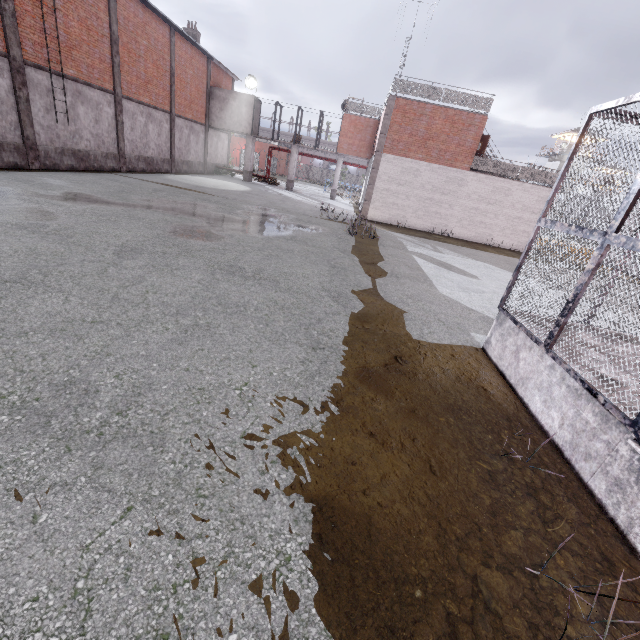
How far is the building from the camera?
50.3 meters

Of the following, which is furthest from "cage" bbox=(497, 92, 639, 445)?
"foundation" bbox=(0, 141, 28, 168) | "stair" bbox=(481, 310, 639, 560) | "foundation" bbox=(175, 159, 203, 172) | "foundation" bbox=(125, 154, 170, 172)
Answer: "foundation" bbox=(0, 141, 28, 168)

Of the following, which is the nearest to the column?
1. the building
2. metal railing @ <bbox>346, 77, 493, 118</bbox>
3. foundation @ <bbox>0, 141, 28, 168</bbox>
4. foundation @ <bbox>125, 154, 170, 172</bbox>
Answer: foundation @ <bbox>0, 141, 28, 168</bbox>

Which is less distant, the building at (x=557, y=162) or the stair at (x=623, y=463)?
the stair at (x=623, y=463)

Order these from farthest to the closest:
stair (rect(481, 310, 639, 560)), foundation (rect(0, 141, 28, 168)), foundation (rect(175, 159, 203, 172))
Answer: foundation (rect(175, 159, 203, 172))
foundation (rect(0, 141, 28, 168))
stair (rect(481, 310, 639, 560))

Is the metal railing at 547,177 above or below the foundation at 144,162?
above

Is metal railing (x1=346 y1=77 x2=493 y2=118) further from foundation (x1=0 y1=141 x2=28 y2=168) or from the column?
foundation (x1=0 y1=141 x2=28 y2=168)

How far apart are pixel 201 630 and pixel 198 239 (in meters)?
8.66
